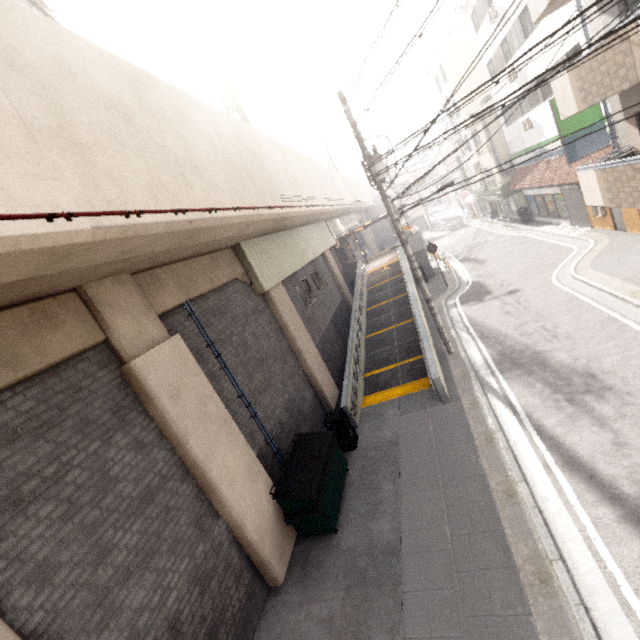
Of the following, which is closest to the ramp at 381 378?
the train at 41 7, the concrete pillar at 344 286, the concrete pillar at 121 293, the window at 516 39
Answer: the concrete pillar at 344 286

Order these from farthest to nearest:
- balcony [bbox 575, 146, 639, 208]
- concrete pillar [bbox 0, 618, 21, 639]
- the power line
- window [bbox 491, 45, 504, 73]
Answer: window [bbox 491, 45, 504, 73] < the power line < balcony [bbox 575, 146, 639, 208] < concrete pillar [bbox 0, 618, 21, 639]

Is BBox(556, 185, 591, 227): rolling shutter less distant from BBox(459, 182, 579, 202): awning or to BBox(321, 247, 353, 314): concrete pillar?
BBox(459, 182, 579, 202): awning

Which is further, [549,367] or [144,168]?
[549,367]

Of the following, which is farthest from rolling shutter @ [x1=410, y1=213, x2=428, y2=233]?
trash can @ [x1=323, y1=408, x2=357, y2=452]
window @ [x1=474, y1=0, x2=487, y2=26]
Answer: trash can @ [x1=323, y1=408, x2=357, y2=452]

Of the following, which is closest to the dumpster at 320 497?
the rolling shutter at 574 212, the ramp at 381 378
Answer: the ramp at 381 378

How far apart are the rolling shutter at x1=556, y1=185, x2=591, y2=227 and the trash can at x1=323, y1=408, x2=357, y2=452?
17.1m

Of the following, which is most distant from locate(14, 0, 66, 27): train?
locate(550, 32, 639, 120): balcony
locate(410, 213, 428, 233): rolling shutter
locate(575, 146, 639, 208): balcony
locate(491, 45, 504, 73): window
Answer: locate(410, 213, 428, 233): rolling shutter
